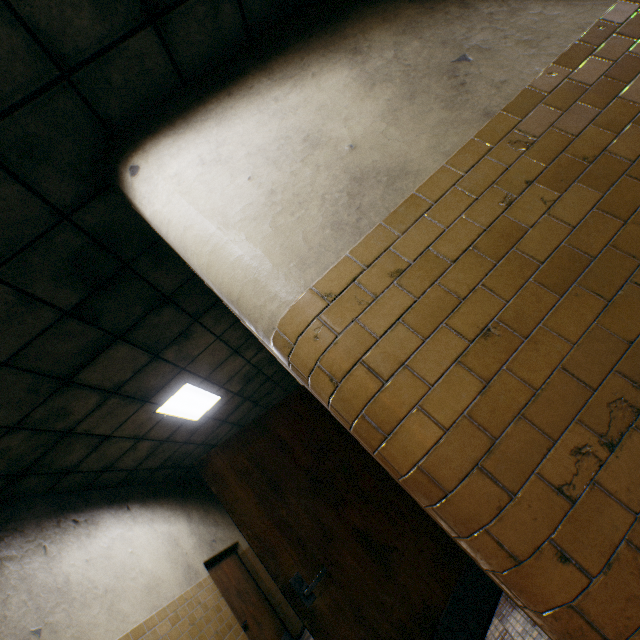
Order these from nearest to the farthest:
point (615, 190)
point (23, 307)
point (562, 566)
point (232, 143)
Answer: point (562, 566) → point (615, 190) → point (232, 143) → point (23, 307)

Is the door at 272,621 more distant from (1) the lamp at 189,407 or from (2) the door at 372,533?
(2) the door at 372,533

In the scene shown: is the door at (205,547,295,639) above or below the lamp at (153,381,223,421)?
below

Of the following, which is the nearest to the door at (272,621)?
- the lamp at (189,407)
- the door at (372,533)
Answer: the lamp at (189,407)

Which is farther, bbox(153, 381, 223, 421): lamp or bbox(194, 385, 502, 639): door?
bbox(153, 381, 223, 421): lamp

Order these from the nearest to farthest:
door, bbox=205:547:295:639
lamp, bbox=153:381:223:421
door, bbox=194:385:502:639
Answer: door, bbox=194:385:502:639, lamp, bbox=153:381:223:421, door, bbox=205:547:295:639

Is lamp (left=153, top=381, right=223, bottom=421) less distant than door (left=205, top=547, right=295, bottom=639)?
Yes

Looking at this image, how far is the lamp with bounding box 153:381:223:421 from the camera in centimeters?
504cm
